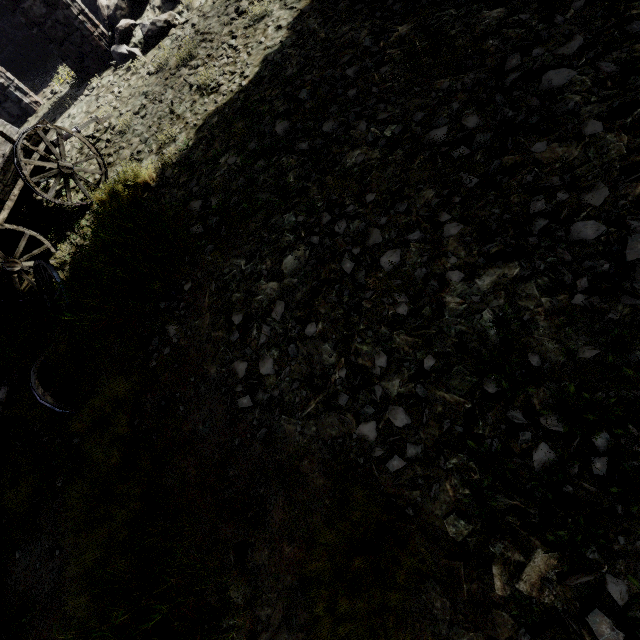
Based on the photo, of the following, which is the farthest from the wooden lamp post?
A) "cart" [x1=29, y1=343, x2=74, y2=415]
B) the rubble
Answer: the rubble

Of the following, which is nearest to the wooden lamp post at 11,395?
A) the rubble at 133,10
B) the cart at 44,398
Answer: the cart at 44,398

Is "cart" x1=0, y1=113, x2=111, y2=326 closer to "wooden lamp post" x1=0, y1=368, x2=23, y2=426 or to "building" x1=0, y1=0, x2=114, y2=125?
"wooden lamp post" x1=0, y1=368, x2=23, y2=426

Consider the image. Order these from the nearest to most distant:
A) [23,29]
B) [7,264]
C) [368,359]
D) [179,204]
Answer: [368,359] < [179,204] < [7,264] < [23,29]

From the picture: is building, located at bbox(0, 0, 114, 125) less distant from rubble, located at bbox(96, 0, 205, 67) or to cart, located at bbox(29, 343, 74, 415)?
rubble, located at bbox(96, 0, 205, 67)

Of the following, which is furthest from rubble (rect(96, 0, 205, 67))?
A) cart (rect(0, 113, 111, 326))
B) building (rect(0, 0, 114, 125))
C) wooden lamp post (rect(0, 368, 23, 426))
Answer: wooden lamp post (rect(0, 368, 23, 426))

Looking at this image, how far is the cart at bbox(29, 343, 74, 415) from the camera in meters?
3.7

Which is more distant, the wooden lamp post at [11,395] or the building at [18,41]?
the building at [18,41]
